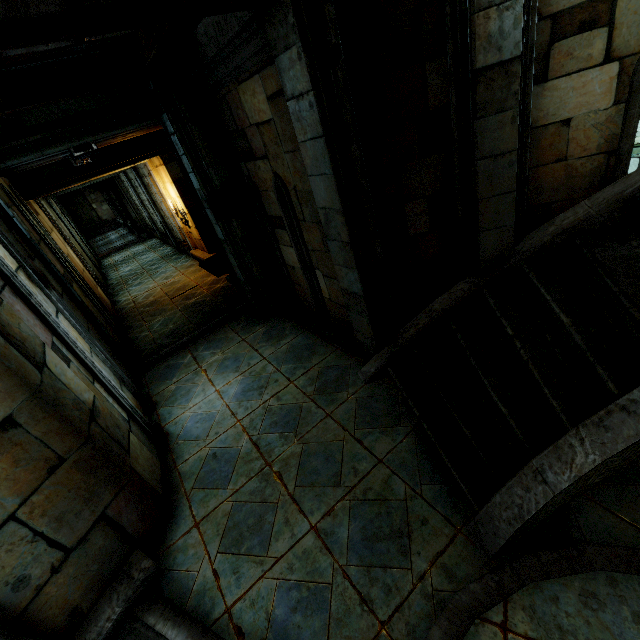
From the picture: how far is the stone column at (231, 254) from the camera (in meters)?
4.68

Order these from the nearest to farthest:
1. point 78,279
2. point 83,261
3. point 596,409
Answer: point 596,409 → point 78,279 → point 83,261

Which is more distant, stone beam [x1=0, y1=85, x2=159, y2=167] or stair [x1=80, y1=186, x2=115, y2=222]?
stair [x1=80, y1=186, x2=115, y2=222]

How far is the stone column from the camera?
4.68m

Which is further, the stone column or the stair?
the stair

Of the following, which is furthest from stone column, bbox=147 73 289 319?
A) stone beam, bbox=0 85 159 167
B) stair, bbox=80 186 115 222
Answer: stair, bbox=80 186 115 222

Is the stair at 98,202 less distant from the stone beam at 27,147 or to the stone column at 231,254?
the stone beam at 27,147
